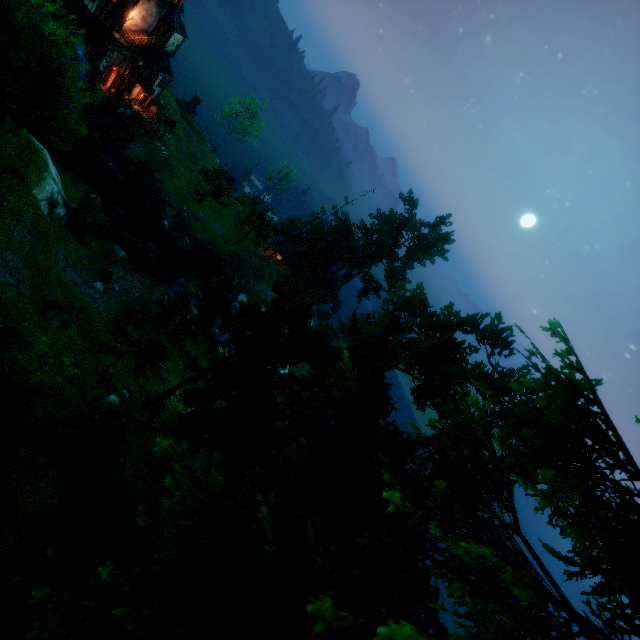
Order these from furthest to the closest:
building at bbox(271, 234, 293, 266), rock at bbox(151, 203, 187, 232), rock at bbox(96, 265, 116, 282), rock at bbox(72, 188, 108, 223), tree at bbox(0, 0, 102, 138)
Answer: building at bbox(271, 234, 293, 266) < rock at bbox(151, 203, 187, 232) < rock at bbox(72, 188, 108, 223) < rock at bbox(96, 265, 116, 282) < tree at bbox(0, 0, 102, 138)

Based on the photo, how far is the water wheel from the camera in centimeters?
3430cm

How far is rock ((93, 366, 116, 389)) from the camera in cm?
2011

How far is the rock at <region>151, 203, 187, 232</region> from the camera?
40.06m

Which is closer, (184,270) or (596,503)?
(596,503)

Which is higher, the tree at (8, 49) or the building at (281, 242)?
the tree at (8, 49)

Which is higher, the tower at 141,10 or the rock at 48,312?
the tower at 141,10

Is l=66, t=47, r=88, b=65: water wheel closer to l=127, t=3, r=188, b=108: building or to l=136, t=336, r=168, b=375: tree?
l=127, t=3, r=188, b=108: building
